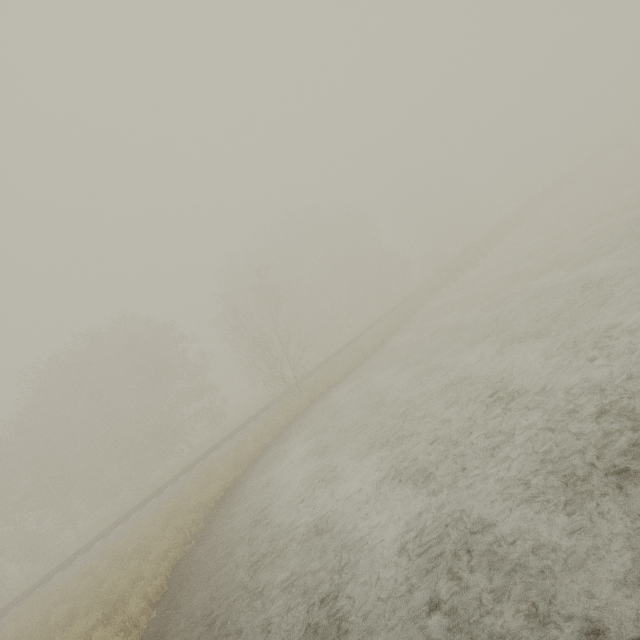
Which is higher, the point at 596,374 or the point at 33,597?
the point at 33,597
